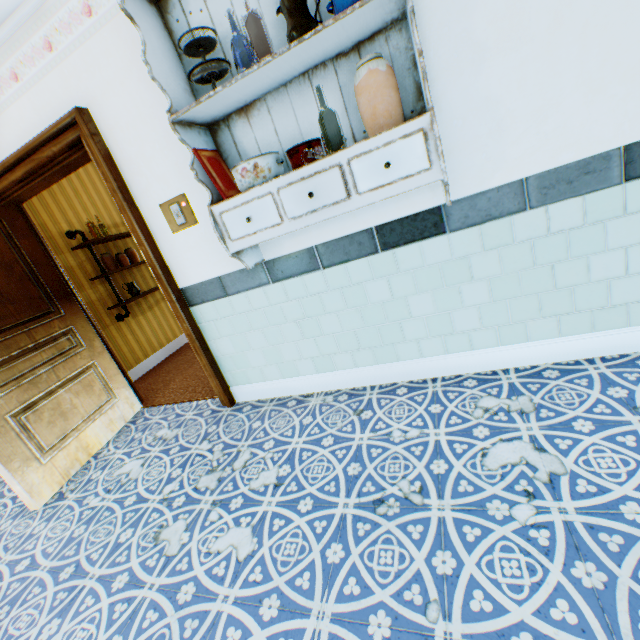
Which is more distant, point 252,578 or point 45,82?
point 45,82

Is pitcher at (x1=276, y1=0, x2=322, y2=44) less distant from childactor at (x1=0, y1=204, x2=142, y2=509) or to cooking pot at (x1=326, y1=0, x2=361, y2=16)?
cooking pot at (x1=326, y1=0, x2=361, y2=16)

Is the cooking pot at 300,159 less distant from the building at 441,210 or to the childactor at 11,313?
the building at 441,210

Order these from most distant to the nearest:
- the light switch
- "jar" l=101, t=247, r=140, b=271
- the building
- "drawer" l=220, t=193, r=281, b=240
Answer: "jar" l=101, t=247, r=140, b=271
the light switch
"drawer" l=220, t=193, r=281, b=240
the building

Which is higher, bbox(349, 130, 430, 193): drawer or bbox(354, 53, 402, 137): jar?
bbox(354, 53, 402, 137): jar

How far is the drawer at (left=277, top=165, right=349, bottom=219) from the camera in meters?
1.6

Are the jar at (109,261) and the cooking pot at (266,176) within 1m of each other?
no

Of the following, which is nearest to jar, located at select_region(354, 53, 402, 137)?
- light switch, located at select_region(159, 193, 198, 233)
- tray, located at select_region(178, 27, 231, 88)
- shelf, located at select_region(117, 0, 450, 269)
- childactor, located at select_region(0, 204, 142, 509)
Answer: shelf, located at select_region(117, 0, 450, 269)
